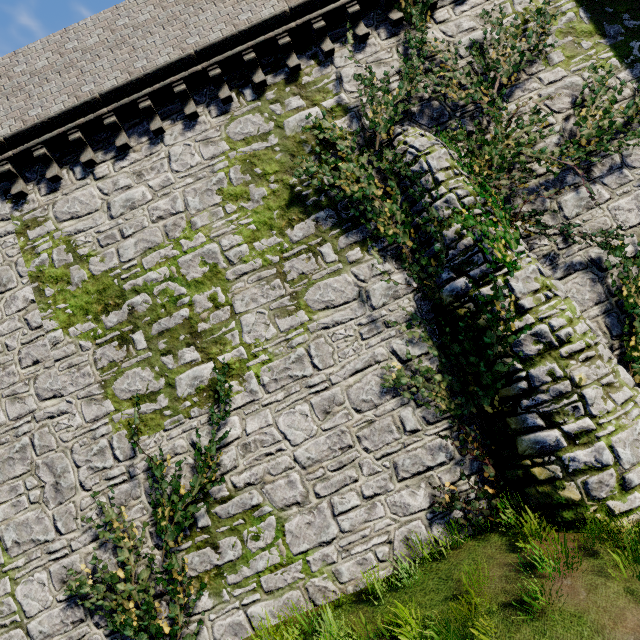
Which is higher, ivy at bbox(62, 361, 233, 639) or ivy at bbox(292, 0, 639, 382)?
ivy at bbox(292, 0, 639, 382)

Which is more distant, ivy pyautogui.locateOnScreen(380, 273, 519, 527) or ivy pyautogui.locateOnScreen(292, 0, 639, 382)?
ivy pyautogui.locateOnScreen(292, 0, 639, 382)

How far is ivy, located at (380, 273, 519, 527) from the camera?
6.3m

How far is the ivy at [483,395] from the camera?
6.30m

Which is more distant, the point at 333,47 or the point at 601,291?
the point at 333,47

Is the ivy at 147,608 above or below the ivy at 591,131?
below
